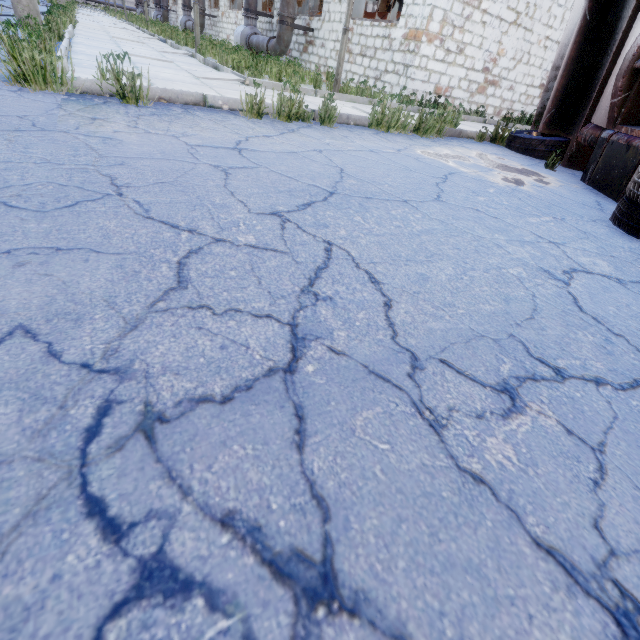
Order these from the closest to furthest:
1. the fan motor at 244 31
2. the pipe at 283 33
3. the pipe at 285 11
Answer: the pipe at 285 11 < the pipe at 283 33 < the fan motor at 244 31

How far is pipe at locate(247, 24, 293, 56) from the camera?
11.9m

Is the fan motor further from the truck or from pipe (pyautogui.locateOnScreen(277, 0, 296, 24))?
the truck

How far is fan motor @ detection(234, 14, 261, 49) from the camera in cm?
1423

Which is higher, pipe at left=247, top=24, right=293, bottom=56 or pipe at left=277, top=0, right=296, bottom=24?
pipe at left=277, top=0, right=296, bottom=24

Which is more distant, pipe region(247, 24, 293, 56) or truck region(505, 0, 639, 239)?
pipe region(247, 24, 293, 56)

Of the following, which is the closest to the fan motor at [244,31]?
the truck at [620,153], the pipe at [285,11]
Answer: the pipe at [285,11]

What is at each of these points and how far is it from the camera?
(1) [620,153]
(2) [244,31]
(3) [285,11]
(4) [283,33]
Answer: (1) truck, 4.1 meters
(2) fan motor, 14.3 meters
(3) pipe, 11.5 meters
(4) pipe, 11.9 meters
